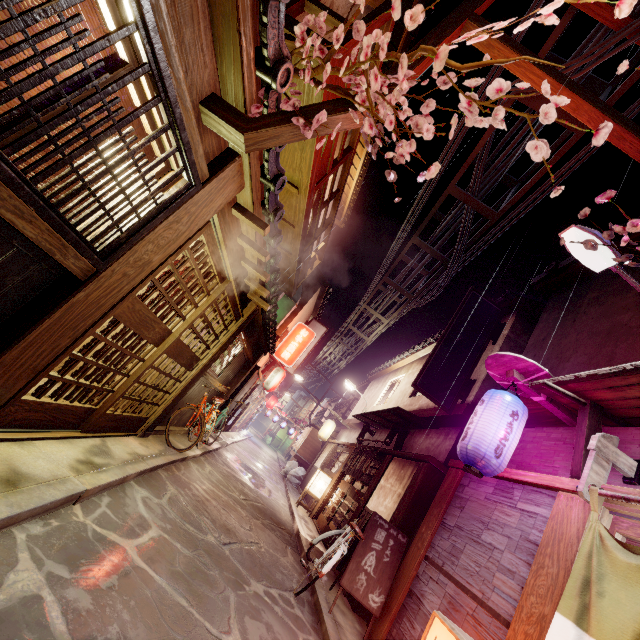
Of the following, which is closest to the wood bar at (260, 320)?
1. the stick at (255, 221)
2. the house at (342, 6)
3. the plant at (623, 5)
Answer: the stick at (255, 221)

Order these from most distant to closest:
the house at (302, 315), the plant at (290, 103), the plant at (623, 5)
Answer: the house at (302, 315), the plant at (290, 103), the plant at (623, 5)

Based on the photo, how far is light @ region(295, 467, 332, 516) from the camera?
20.5m

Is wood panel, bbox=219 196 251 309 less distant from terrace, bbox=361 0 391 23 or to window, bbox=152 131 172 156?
window, bbox=152 131 172 156

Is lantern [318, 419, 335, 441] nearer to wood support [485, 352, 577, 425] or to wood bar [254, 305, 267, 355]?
wood bar [254, 305, 267, 355]

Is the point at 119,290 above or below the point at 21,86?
below

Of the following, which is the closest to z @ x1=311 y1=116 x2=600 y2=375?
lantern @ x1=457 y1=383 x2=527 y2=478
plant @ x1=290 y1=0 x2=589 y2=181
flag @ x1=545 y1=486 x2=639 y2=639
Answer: plant @ x1=290 y1=0 x2=589 y2=181

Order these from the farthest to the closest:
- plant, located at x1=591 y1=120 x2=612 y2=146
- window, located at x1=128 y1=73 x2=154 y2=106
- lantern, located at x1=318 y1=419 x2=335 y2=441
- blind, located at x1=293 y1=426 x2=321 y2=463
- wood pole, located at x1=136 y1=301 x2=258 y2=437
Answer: blind, located at x1=293 y1=426 x2=321 y2=463 → lantern, located at x1=318 y1=419 x2=335 y2=441 → wood pole, located at x1=136 y1=301 x2=258 y2=437 → window, located at x1=128 y1=73 x2=154 y2=106 → plant, located at x1=591 y1=120 x2=612 y2=146
